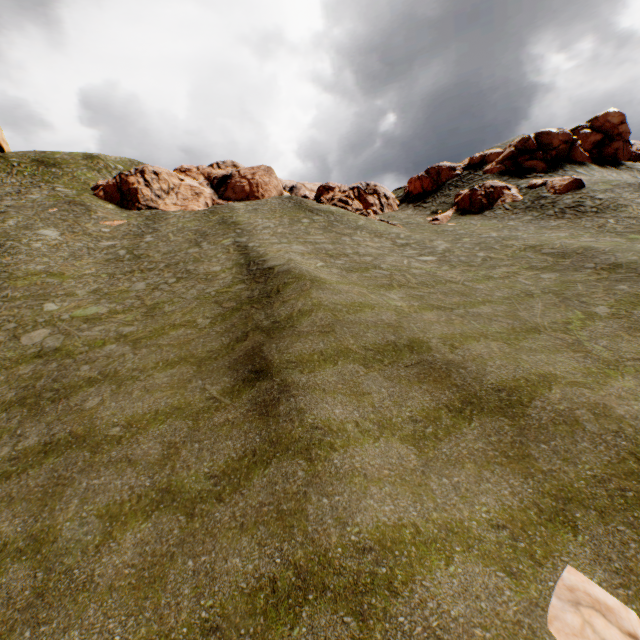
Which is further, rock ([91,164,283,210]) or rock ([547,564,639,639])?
rock ([91,164,283,210])

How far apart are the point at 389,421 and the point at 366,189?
44.4 meters

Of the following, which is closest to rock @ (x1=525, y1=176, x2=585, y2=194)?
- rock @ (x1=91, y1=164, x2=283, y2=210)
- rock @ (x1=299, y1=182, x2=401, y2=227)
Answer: rock @ (x1=299, y1=182, x2=401, y2=227)

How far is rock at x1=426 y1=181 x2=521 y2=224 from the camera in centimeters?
3609cm

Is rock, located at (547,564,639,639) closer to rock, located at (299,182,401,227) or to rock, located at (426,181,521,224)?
rock, located at (426,181,521,224)

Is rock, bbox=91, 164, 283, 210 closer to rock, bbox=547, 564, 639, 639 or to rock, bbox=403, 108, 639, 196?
rock, bbox=403, 108, 639, 196

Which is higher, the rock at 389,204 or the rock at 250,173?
the rock at 250,173

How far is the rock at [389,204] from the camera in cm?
3941
